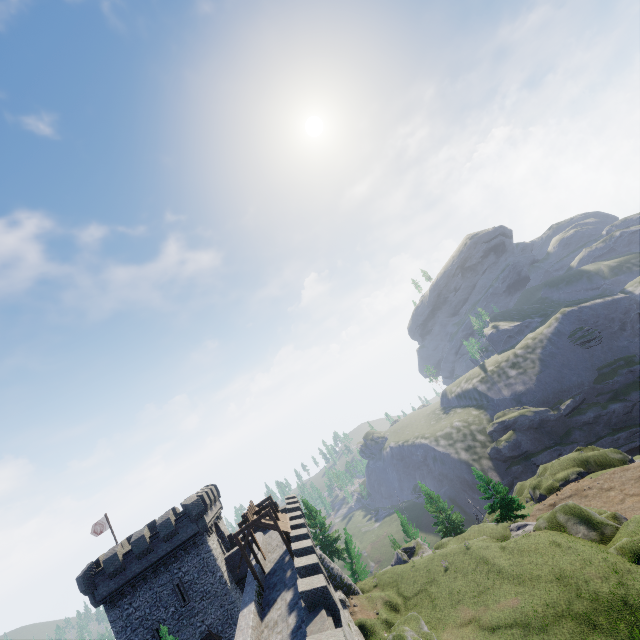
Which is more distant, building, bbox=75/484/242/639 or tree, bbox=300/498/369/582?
tree, bbox=300/498/369/582

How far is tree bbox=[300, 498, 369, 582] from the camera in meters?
40.4 m

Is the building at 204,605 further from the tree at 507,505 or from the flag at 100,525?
the tree at 507,505

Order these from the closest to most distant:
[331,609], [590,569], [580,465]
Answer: [331,609]
[590,569]
[580,465]

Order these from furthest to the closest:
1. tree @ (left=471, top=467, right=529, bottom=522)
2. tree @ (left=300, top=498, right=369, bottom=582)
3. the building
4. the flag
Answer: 1. tree @ (left=471, top=467, right=529, bottom=522)
2. tree @ (left=300, top=498, right=369, bottom=582)
3. the flag
4. the building

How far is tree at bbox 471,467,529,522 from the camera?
40.97m

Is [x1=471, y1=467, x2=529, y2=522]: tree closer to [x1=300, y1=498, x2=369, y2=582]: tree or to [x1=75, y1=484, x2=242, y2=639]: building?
[x1=300, y1=498, x2=369, y2=582]: tree

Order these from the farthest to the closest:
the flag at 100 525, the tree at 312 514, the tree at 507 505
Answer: the tree at 507 505, the tree at 312 514, the flag at 100 525
